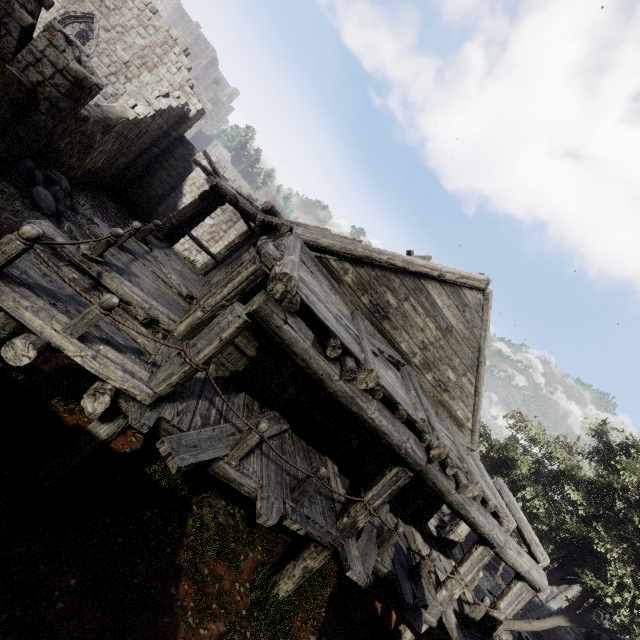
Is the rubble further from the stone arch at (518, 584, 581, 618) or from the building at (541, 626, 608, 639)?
the stone arch at (518, 584, 581, 618)

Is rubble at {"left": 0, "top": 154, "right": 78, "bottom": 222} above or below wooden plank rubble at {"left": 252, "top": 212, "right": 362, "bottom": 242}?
below

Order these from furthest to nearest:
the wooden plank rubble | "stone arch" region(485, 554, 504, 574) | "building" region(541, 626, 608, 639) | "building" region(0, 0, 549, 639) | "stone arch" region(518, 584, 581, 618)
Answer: "stone arch" region(485, 554, 504, 574) < "stone arch" region(518, 584, 581, 618) < "building" region(541, 626, 608, 639) < the wooden plank rubble < "building" region(0, 0, 549, 639)

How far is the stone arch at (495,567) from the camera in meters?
24.8 m

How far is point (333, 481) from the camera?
7.41m

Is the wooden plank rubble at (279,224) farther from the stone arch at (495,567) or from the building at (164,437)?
the stone arch at (495,567)

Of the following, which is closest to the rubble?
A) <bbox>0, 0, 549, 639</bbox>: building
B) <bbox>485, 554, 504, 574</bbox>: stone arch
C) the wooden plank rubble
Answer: <bbox>0, 0, 549, 639</bbox>: building

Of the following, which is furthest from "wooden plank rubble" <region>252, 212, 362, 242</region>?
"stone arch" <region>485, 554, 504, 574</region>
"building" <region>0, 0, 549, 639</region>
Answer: "stone arch" <region>485, 554, 504, 574</region>
